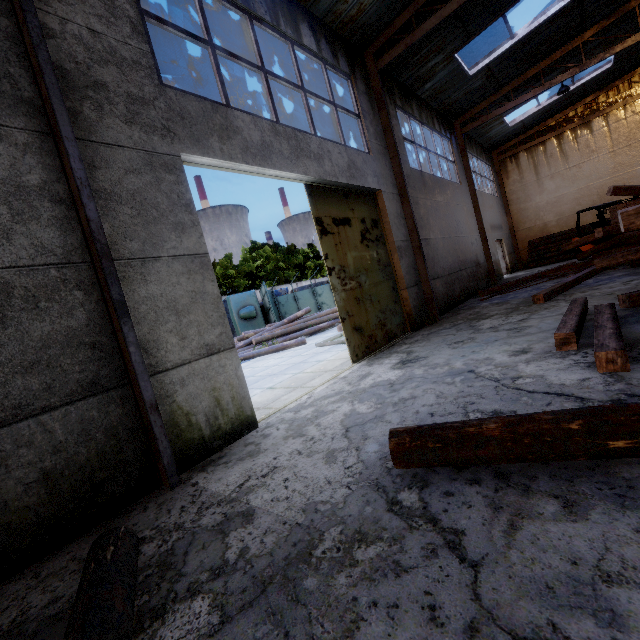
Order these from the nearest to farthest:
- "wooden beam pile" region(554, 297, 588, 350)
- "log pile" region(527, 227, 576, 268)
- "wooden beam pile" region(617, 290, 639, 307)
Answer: "wooden beam pile" region(554, 297, 588, 350)
"wooden beam pile" region(617, 290, 639, 307)
"log pile" region(527, 227, 576, 268)

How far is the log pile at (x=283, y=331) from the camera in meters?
15.6

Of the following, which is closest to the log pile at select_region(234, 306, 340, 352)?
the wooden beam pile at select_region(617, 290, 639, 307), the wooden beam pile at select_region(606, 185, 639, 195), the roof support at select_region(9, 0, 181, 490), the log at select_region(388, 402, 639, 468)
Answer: the wooden beam pile at select_region(606, 185, 639, 195)

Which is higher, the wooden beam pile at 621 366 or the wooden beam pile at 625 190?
the wooden beam pile at 625 190

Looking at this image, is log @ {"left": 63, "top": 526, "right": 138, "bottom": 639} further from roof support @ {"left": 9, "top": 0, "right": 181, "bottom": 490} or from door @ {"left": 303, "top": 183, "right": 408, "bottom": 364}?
door @ {"left": 303, "top": 183, "right": 408, "bottom": 364}

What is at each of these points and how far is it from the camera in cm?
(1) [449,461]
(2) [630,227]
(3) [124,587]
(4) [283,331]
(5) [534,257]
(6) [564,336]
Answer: (1) log, 236
(2) wooden beam pile, 362
(3) log, 180
(4) log pile, 1603
(5) log pile, 1902
(6) wooden beam pile, 424

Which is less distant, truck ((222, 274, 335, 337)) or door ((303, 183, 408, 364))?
door ((303, 183, 408, 364))

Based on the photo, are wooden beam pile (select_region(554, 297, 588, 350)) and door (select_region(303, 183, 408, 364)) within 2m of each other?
no
